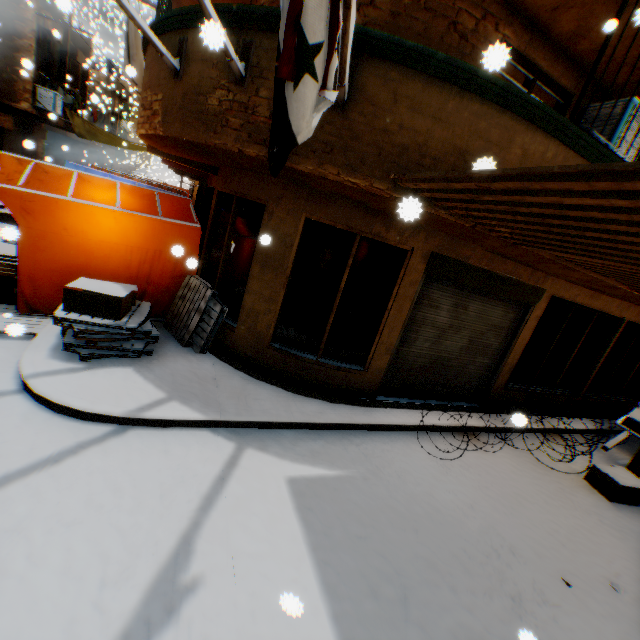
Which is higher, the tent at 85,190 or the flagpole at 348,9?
the flagpole at 348,9

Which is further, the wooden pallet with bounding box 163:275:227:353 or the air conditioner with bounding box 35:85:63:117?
the air conditioner with bounding box 35:85:63:117

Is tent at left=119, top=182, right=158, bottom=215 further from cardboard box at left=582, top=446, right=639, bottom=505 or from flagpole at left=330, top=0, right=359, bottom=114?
cardboard box at left=582, top=446, right=639, bottom=505

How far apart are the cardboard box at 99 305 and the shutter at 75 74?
17.7 meters

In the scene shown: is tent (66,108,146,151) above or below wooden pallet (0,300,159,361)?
above

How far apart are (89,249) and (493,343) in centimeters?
821cm

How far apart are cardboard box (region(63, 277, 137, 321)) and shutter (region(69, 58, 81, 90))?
17.73m

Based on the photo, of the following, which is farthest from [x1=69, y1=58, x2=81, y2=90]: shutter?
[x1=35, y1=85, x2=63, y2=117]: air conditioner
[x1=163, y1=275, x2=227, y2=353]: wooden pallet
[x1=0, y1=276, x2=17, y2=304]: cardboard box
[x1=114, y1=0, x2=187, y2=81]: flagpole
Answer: [x1=114, y1=0, x2=187, y2=81]: flagpole
